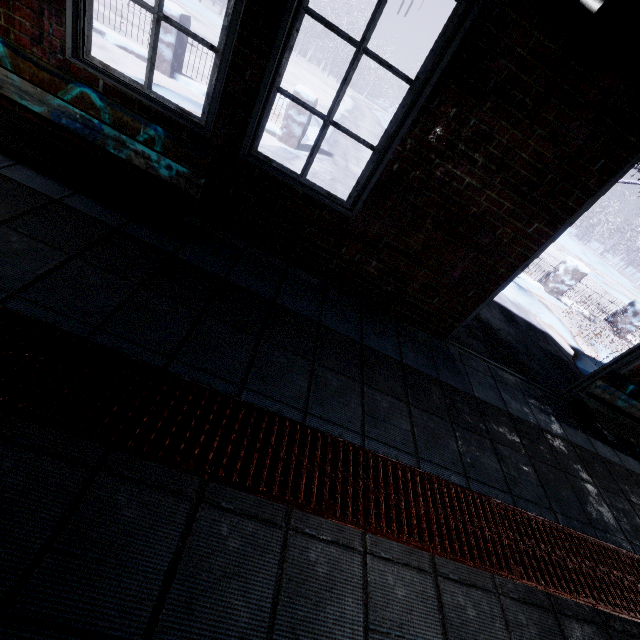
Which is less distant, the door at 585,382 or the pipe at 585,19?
the pipe at 585,19

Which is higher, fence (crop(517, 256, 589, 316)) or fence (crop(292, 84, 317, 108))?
fence (crop(292, 84, 317, 108))

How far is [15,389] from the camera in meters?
1.1

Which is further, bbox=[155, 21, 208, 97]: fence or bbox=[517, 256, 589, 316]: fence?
bbox=[517, 256, 589, 316]: fence

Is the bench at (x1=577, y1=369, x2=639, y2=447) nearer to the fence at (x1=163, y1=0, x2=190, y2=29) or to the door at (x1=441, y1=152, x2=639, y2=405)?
the door at (x1=441, y1=152, x2=639, y2=405)

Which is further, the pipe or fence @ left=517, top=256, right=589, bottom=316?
fence @ left=517, top=256, right=589, bottom=316

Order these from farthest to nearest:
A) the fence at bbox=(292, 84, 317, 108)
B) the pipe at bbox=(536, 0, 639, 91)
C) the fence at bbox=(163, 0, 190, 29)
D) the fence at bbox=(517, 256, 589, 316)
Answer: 1. the fence at bbox=(517, 256, 589, 316)
2. the fence at bbox=(292, 84, 317, 108)
3. the fence at bbox=(163, 0, 190, 29)
4. the pipe at bbox=(536, 0, 639, 91)

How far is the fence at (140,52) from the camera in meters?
5.3
